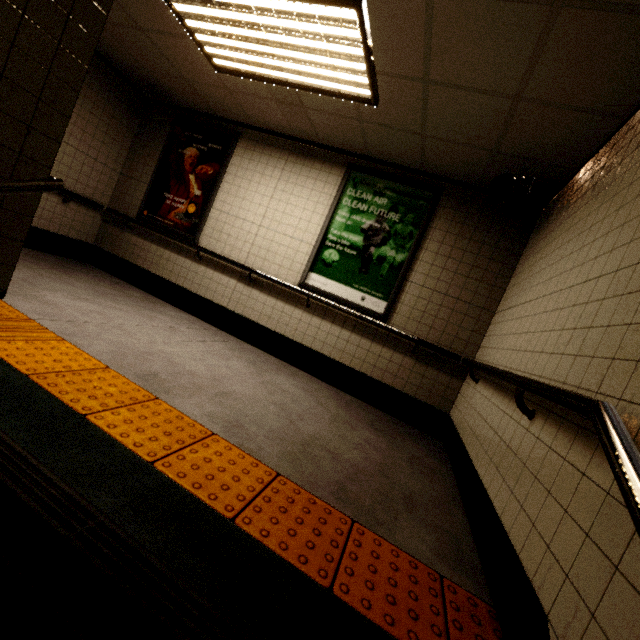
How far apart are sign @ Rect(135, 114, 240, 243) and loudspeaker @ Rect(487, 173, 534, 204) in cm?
359

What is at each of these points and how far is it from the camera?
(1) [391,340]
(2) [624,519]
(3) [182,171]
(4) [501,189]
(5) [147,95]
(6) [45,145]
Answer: (1) building, 4.01m
(2) stairs, 0.88m
(3) sign, 5.07m
(4) loudspeaker, 3.26m
(5) cctv camera, 4.74m
(6) stairs, 1.69m

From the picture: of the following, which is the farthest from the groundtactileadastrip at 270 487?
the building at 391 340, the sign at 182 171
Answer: the sign at 182 171

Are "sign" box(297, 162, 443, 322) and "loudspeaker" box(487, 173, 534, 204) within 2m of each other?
yes

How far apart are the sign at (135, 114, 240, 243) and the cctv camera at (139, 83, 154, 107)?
0.4 meters

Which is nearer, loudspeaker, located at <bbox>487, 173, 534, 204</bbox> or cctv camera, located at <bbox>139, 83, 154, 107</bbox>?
loudspeaker, located at <bbox>487, 173, 534, 204</bbox>

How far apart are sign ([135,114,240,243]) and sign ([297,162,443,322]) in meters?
1.8

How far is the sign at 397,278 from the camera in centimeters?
400cm
